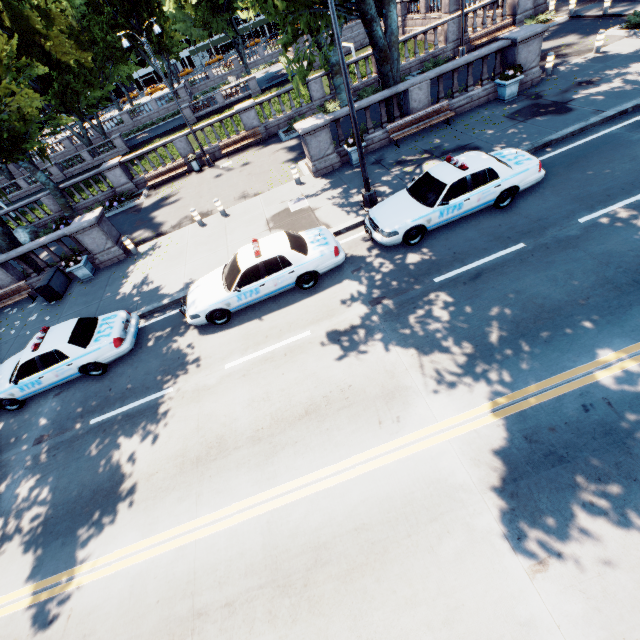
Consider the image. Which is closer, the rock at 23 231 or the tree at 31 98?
the tree at 31 98

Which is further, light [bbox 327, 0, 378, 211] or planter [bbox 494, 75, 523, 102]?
planter [bbox 494, 75, 523, 102]

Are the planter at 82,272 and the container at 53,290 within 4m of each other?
yes

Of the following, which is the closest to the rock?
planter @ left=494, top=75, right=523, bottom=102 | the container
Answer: the container

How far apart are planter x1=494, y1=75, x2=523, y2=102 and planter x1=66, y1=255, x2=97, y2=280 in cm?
2036

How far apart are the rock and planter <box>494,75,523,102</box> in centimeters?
2855cm

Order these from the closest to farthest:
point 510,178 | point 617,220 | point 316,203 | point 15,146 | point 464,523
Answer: point 464,523 < point 617,220 < point 510,178 < point 316,203 < point 15,146

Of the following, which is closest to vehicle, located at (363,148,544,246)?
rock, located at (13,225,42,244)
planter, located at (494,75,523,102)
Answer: planter, located at (494,75,523,102)
